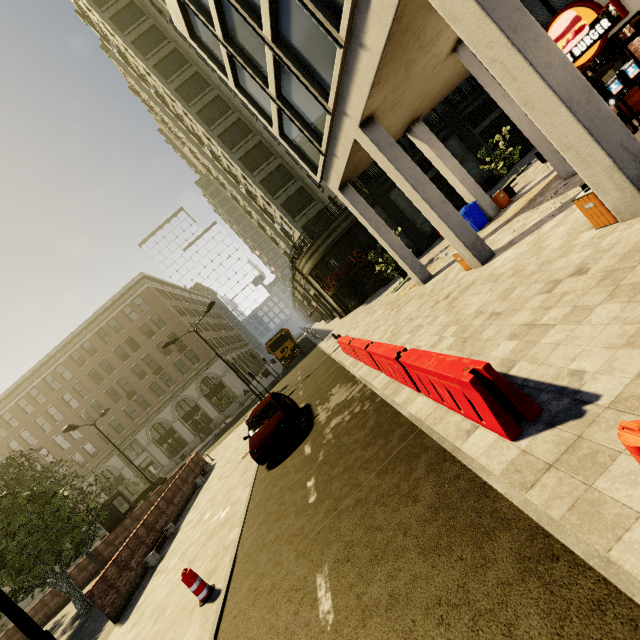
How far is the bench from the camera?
11.02m

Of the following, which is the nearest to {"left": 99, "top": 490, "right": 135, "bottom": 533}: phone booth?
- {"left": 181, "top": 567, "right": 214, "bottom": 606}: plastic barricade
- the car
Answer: the car

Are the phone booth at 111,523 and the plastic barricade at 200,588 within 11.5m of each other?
no

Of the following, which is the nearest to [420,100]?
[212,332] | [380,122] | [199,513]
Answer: [380,122]

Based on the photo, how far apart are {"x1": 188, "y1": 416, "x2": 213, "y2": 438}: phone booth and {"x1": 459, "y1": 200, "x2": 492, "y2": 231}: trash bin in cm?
3497

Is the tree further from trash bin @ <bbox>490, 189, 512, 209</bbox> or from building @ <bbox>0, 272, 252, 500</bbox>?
trash bin @ <bbox>490, 189, 512, 209</bbox>

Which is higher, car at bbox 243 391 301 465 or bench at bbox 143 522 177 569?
car at bbox 243 391 301 465

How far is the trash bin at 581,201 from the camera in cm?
613
